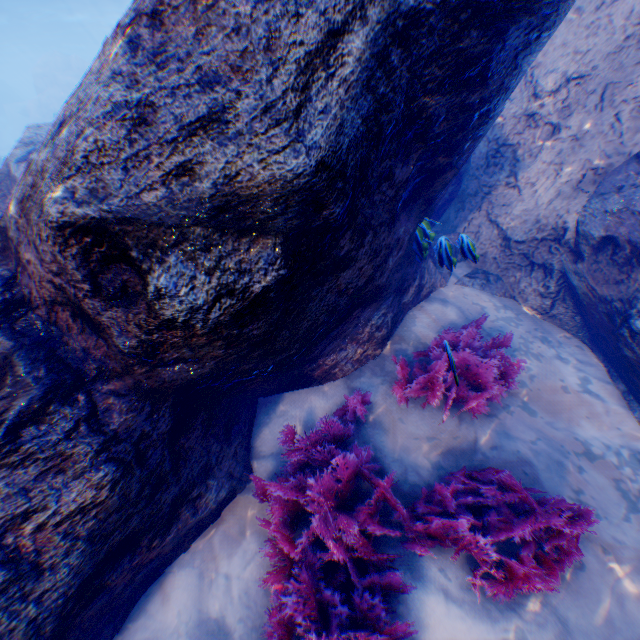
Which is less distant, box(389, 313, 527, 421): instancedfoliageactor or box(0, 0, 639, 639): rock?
box(0, 0, 639, 639): rock

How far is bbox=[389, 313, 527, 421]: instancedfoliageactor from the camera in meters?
3.4 m

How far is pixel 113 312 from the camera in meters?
2.1

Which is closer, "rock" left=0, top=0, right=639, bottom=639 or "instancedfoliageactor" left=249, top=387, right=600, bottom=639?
"rock" left=0, top=0, right=639, bottom=639

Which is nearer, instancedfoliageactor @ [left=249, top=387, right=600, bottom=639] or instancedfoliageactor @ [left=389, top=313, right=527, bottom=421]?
instancedfoliageactor @ [left=249, top=387, right=600, bottom=639]

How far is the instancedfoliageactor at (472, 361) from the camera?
3.41m

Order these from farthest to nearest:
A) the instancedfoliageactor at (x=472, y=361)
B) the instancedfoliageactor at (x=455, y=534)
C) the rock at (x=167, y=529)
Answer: the instancedfoliageactor at (x=472, y=361) < the instancedfoliageactor at (x=455, y=534) < the rock at (x=167, y=529)

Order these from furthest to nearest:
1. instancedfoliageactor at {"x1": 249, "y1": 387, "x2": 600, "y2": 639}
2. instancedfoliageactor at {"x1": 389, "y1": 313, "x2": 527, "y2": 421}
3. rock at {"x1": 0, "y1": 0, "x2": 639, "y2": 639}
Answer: instancedfoliageactor at {"x1": 389, "y1": 313, "x2": 527, "y2": 421} < instancedfoliageactor at {"x1": 249, "y1": 387, "x2": 600, "y2": 639} < rock at {"x1": 0, "y1": 0, "x2": 639, "y2": 639}
